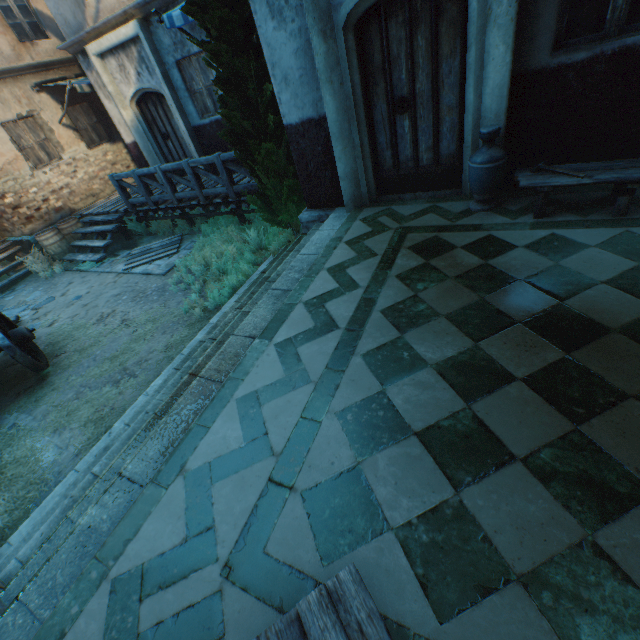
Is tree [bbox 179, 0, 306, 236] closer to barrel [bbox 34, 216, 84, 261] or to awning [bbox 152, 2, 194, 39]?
awning [bbox 152, 2, 194, 39]

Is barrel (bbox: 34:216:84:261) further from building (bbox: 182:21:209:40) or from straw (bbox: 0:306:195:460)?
straw (bbox: 0:306:195:460)

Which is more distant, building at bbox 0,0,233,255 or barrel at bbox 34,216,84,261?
barrel at bbox 34,216,84,261

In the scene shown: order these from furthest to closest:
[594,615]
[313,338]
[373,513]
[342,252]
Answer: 1. [342,252]
2. [313,338]
3. [373,513]
4. [594,615]

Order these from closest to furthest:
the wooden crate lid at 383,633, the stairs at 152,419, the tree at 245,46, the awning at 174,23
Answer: the wooden crate lid at 383,633 → the stairs at 152,419 → the tree at 245,46 → the awning at 174,23

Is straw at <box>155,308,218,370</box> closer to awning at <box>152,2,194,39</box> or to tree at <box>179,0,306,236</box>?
tree at <box>179,0,306,236</box>

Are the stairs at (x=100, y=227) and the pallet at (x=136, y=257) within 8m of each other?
yes

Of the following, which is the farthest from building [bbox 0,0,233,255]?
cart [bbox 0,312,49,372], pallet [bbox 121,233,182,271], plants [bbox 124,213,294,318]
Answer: cart [bbox 0,312,49,372]
